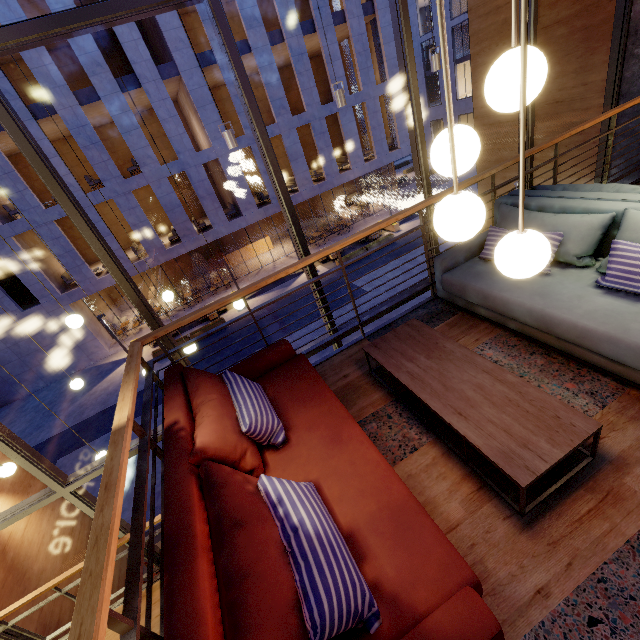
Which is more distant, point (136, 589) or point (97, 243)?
point (97, 243)

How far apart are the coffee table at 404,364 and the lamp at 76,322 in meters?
3.7 m

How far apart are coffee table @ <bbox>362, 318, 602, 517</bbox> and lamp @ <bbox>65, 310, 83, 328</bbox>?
3.7 meters

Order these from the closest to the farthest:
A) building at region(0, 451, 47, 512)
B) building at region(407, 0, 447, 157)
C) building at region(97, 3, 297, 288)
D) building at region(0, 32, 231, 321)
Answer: building at region(0, 451, 47, 512) < building at region(0, 32, 231, 321) < building at region(97, 3, 297, 288) < building at region(407, 0, 447, 157)

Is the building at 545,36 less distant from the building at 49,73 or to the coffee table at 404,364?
the coffee table at 404,364

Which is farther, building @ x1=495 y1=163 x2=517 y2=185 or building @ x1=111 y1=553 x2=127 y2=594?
building @ x1=495 y1=163 x2=517 y2=185

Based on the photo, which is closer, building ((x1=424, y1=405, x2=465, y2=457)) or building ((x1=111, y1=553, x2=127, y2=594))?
building ((x1=424, y1=405, x2=465, y2=457))

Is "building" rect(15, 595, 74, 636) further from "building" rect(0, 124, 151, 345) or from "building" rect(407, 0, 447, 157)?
"building" rect(407, 0, 447, 157)
